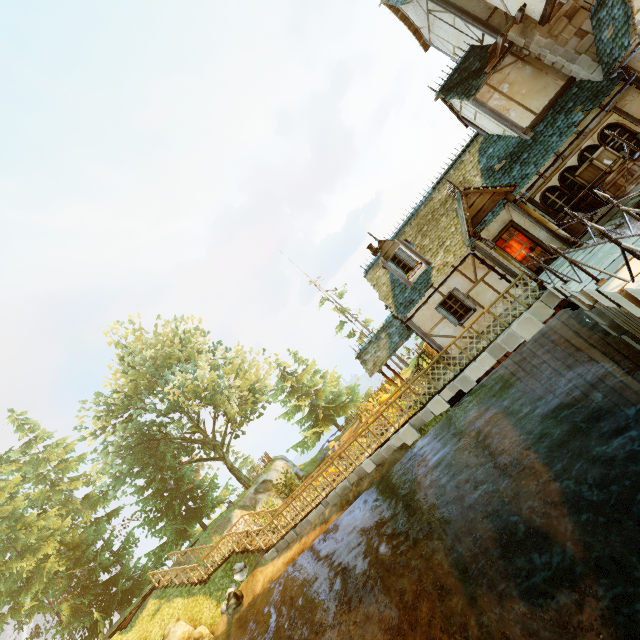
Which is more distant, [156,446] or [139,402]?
[139,402]

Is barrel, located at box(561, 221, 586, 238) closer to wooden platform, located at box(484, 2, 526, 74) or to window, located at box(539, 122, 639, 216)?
window, located at box(539, 122, 639, 216)

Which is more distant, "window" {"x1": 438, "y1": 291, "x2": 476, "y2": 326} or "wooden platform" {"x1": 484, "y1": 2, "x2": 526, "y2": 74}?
"window" {"x1": 438, "y1": 291, "x2": 476, "y2": 326}

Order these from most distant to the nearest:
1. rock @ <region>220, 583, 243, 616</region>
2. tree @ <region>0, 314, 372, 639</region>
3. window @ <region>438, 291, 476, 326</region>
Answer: tree @ <region>0, 314, 372, 639</region>, rock @ <region>220, 583, 243, 616</region>, window @ <region>438, 291, 476, 326</region>

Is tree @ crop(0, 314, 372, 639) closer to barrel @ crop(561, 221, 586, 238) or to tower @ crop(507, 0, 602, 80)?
tower @ crop(507, 0, 602, 80)

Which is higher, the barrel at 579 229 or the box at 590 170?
the box at 590 170

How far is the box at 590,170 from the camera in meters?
10.5 m

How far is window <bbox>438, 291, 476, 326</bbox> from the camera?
13.43m
